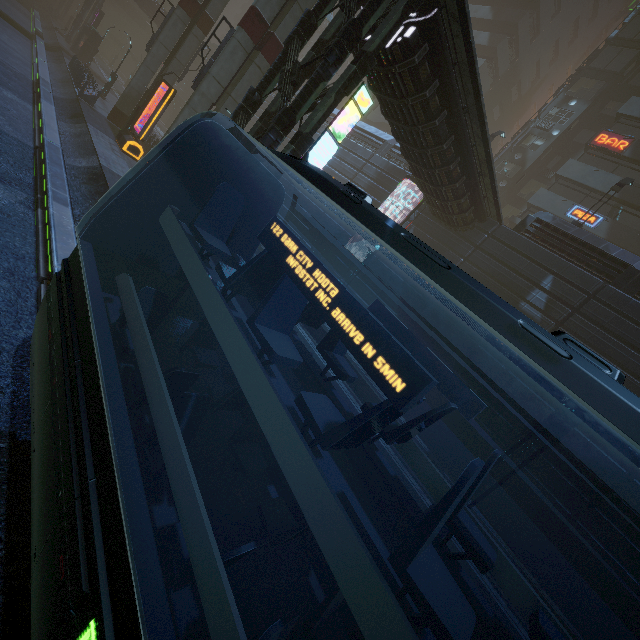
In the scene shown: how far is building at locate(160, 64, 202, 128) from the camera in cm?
4857

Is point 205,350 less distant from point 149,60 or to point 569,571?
point 569,571

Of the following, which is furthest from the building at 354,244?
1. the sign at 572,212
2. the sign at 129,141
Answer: the sign at 129,141

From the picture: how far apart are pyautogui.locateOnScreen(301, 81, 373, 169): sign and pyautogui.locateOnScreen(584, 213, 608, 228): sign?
22.7m

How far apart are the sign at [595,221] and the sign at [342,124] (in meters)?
22.69

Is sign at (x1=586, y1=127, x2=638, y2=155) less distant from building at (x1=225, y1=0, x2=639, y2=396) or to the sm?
building at (x1=225, y1=0, x2=639, y2=396)

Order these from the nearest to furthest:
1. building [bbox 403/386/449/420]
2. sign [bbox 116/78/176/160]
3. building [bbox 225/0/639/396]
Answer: building [bbox 225/0/639/396] → building [bbox 403/386/449/420] → sign [bbox 116/78/176/160]

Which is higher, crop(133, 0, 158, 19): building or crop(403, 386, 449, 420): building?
crop(133, 0, 158, 19): building
